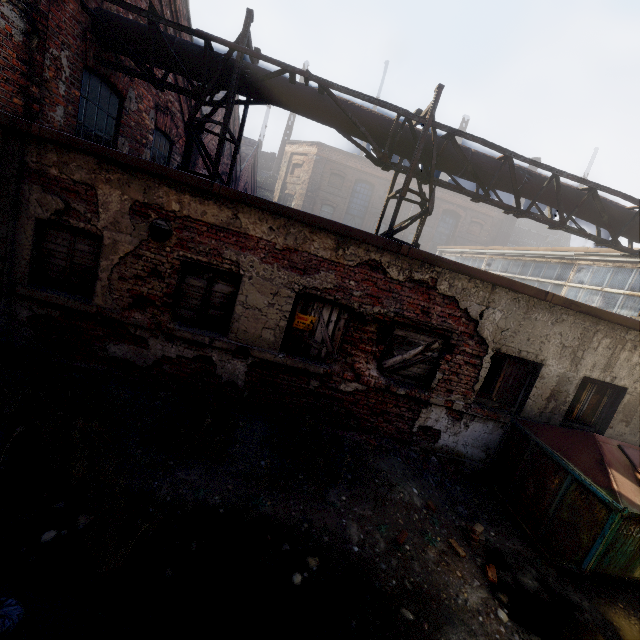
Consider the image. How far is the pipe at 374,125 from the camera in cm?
675

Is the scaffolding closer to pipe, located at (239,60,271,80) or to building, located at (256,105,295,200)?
pipe, located at (239,60,271,80)

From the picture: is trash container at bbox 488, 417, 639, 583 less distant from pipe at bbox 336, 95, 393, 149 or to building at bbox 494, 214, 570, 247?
pipe at bbox 336, 95, 393, 149

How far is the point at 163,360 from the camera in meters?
5.5

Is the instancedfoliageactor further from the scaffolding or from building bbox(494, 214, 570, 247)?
building bbox(494, 214, 570, 247)

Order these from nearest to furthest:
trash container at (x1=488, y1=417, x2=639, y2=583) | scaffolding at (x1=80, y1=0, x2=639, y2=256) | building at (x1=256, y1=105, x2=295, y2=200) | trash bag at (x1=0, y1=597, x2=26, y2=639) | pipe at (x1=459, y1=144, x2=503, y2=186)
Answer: trash bag at (x1=0, y1=597, x2=26, y2=639) → trash container at (x1=488, y1=417, x2=639, y2=583) → scaffolding at (x1=80, y1=0, x2=639, y2=256) → pipe at (x1=459, y1=144, x2=503, y2=186) → building at (x1=256, y1=105, x2=295, y2=200)

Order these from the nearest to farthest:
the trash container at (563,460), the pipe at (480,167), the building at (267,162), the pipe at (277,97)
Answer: the trash container at (563,460)
the pipe at (277,97)
the pipe at (480,167)
the building at (267,162)

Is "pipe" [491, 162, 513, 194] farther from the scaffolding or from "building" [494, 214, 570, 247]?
"building" [494, 214, 570, 247]
